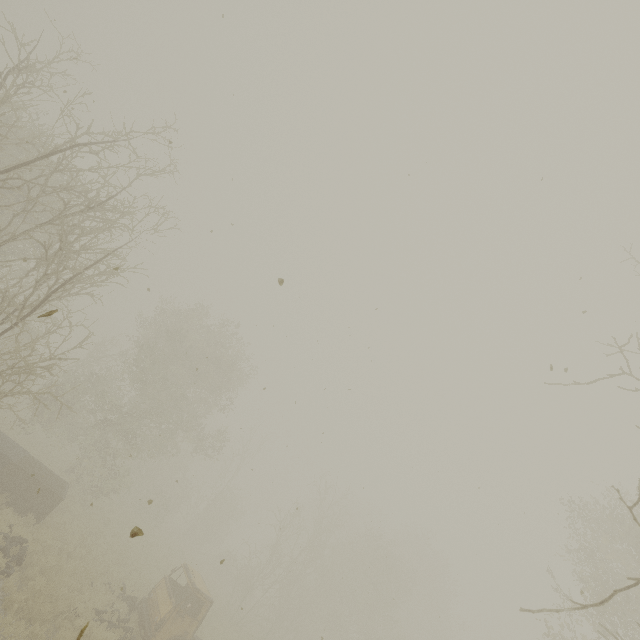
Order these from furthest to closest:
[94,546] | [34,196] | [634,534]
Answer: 1. [34,196]
2. [94,546]
3. [634,534]

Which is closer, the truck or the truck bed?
the truck

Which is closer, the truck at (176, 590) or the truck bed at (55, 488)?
the truck at (176, 590)
